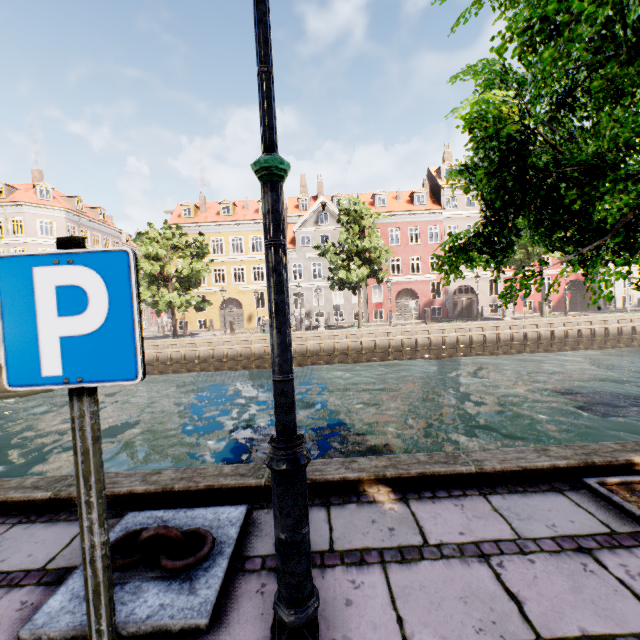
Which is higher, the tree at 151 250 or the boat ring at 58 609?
the tree at 151 250

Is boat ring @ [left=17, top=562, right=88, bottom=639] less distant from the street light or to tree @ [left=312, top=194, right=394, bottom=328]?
the street light

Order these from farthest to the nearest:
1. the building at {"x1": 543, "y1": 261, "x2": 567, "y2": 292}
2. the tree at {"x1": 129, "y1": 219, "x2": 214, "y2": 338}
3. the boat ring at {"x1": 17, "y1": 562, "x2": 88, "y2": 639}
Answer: the building at {"x1": 543, "y1": 261, "x2": 567, "y2": 292}, the tree at {"x1": 129, "y1": 219, "x2": 214, "y2": 338}, the boat ring at {"x1": 17, "y1": 562, "x2": 88, "y2": 639}

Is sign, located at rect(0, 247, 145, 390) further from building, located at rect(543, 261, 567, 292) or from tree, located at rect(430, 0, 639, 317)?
building, located at rect(543, 261, 567, 292)

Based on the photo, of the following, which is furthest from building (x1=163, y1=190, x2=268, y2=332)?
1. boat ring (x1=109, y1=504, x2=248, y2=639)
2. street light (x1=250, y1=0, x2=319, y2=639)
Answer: street light (x1=250, y1=0, x2=319, y2=639)

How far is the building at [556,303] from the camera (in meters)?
33.66

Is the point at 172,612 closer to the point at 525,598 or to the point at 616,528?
the point at 525,598

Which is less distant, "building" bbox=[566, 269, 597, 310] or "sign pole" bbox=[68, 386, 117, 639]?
"sign pole" bbox=[68, 386, 117, 639]
